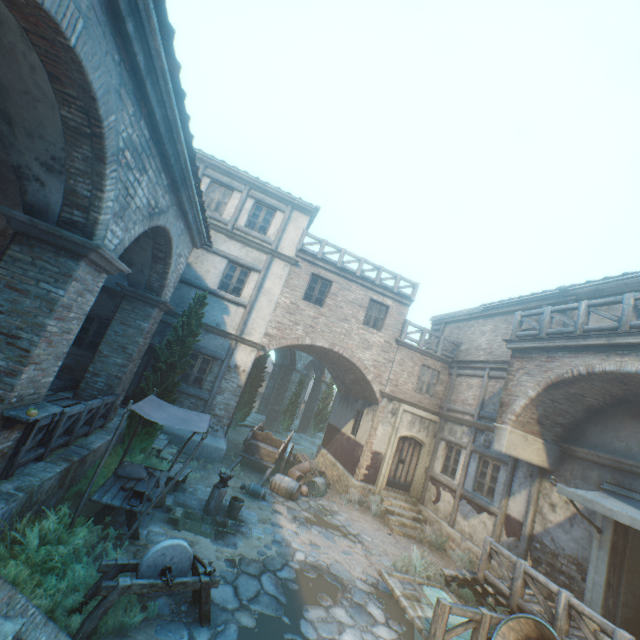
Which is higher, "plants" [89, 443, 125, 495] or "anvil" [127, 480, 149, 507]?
"anvil" [127, 480, 149, 507]

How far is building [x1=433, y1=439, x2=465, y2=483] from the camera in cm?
1284

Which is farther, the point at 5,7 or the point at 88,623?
the point at 88,623

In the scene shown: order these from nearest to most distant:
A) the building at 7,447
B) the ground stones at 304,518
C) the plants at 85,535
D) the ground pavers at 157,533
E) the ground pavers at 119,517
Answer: the plants at 85,535, the building at 7,447, the ground pavers at 119,517, the ground pavers at 157,533, the ground stones at 304,518

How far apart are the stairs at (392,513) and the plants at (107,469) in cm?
832

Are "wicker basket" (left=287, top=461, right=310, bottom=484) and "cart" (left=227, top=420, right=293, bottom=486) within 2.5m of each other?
yes

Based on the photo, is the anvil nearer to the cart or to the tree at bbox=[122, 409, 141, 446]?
the tree at bbox=[122, 409, 141, 446]

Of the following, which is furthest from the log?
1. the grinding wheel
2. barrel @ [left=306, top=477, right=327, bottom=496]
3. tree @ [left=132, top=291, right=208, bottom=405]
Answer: barrel @ [left=306, top=477, right=327, bottom=496]
